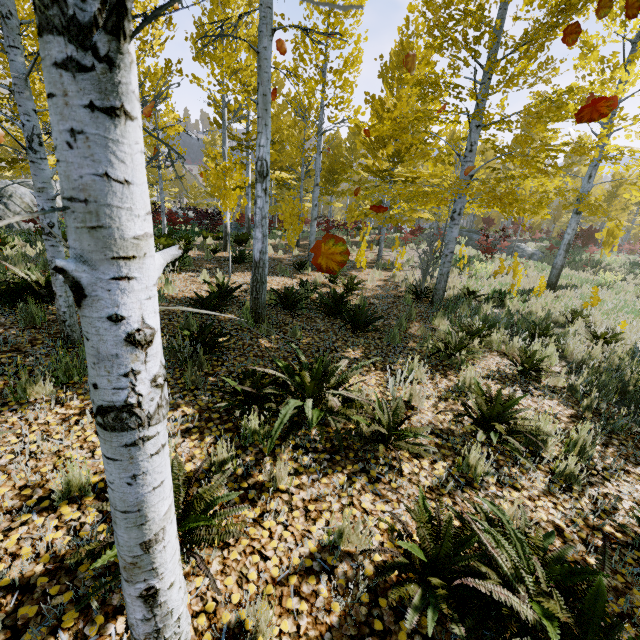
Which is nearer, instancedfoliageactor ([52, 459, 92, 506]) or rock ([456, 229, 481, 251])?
instancedfoliageactor ([52, 459, 92, 506])

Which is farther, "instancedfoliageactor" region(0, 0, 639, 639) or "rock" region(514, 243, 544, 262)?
"rock" region(514, 243, 544, 262)

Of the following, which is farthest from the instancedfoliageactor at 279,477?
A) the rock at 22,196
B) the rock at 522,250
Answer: the rock at 522,250

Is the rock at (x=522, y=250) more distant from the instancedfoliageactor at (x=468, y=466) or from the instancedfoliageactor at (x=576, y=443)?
the instancedfoliageactor at (x=468, y=466)

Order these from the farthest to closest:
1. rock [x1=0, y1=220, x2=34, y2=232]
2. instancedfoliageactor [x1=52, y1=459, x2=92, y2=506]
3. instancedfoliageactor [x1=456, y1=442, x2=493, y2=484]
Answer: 1. rock [x1=0, y1=220, x2=34, y2=232]
2. instancedfoliageactor [x1=456, y1=442, x2=493, y2=484]
3. instancedfoliageactor [x1=52, y1=459, x2=92, y2=506]

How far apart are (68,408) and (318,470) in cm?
252

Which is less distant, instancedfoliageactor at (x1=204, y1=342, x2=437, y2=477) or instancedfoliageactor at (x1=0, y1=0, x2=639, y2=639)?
instancedfoliageactor at (x1=0, y1=0, x2=639, y2=639)
